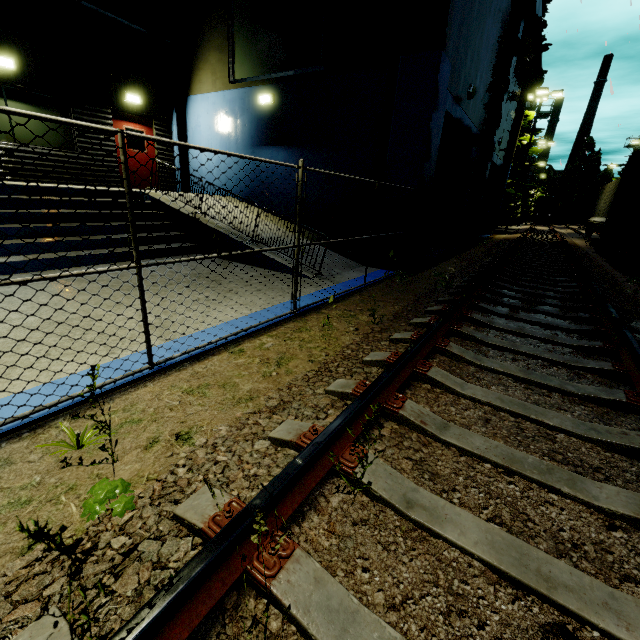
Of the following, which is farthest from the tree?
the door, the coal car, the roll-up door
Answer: the coal car

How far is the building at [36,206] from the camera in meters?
7.1

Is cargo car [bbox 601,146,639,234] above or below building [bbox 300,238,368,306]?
above

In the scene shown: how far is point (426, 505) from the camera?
1.9m

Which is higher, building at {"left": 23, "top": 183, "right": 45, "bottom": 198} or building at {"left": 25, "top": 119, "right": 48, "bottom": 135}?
building at {"left": 25, "top": 119, "right": 48, "bottom": 135}

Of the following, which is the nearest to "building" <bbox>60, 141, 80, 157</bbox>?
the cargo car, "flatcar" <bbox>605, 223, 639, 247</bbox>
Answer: the cargo car

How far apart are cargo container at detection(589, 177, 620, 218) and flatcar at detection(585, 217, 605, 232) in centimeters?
1cm
